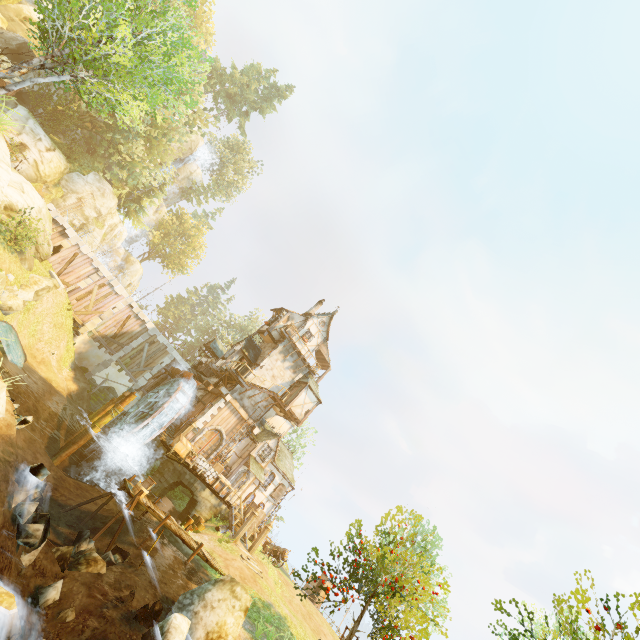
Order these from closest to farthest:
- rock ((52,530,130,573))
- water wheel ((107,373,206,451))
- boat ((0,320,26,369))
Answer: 1. rock ((52,530,130,573))
2. boat ((0,320,26,369))
3. water wheel ((107,373,206,451))

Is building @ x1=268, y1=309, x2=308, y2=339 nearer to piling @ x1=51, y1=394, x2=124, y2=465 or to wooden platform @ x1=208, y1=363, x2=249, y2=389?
wooden platform @ x1=208, y1=363, x2=249, y2=389

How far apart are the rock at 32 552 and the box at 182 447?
14.2 meters

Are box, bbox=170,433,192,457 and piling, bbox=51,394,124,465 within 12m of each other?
yes

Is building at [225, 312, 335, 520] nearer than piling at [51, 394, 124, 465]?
No

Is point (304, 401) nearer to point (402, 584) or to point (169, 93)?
point (402, 584)

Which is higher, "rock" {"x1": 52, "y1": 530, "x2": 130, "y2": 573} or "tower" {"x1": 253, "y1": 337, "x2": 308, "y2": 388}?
"tower" {"x1": 253, "y1": 337, "x2": 308, "y2": 388}

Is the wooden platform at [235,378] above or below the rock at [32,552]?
above
